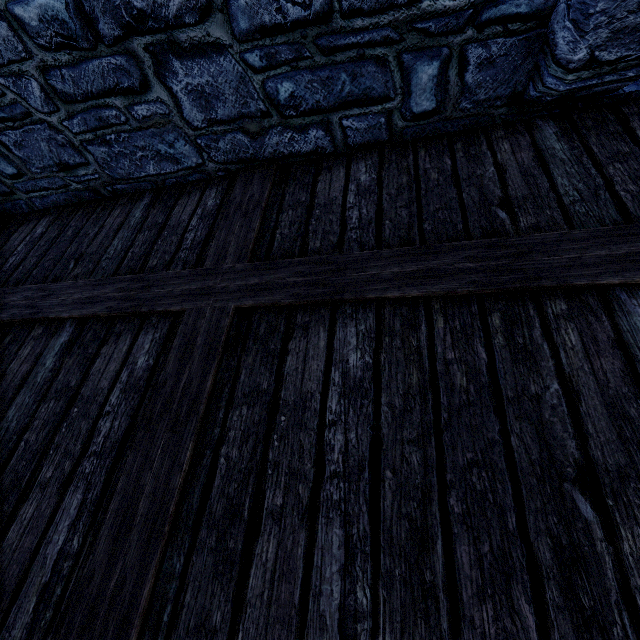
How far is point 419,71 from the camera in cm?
192
